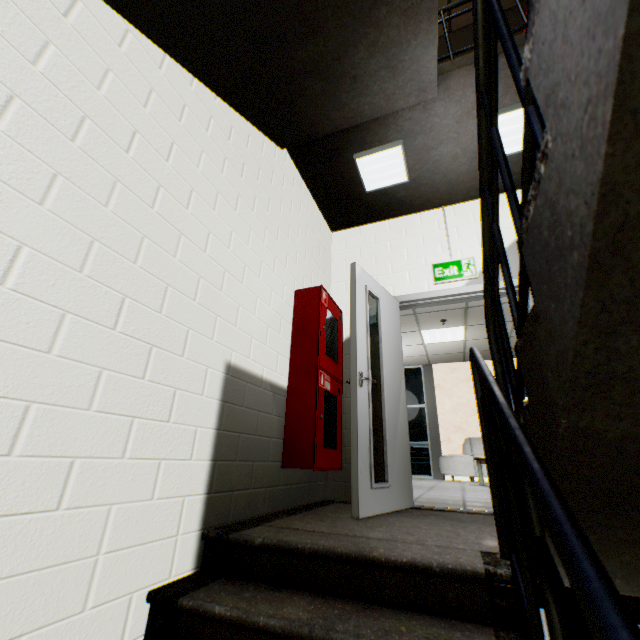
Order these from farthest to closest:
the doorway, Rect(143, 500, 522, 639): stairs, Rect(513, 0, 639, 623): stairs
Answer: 1. the doorway
2. Rect(143, 500, 522, 639): stairs
3. Rect(513, 0, 639, 623): stairs

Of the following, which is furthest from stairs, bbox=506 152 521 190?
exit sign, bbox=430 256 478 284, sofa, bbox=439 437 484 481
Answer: sofa, bbox=439 437 484 481

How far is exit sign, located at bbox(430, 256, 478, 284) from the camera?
3.6 meters

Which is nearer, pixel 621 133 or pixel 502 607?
pixel 621 133

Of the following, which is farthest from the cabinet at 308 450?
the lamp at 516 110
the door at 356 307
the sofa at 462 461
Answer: the sofa at 462 461

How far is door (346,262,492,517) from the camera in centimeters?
240cm

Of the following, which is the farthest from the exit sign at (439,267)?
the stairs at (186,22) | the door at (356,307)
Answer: the stairs at (186,22)

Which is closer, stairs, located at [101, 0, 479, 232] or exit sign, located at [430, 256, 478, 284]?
stairs, located at [101, 0, 479, 232]
